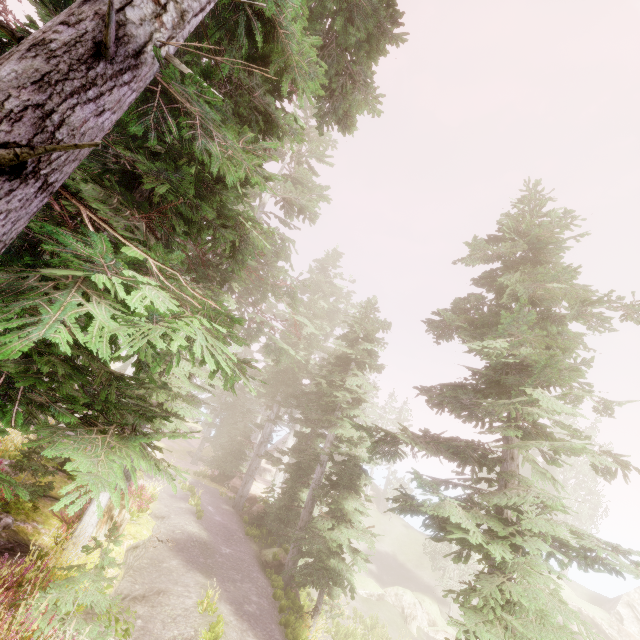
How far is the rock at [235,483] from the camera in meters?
26.6

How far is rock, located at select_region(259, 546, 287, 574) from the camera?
16.0 meters

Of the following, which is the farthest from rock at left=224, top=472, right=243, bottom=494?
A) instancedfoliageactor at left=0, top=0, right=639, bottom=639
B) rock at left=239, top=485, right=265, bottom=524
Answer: rock at left=239, top=485, right=265, bottom=524

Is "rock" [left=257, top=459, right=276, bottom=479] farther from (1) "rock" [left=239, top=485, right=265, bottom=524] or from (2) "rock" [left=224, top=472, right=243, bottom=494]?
(1) "rock" [left=239, top=485, right=265, bottom=524]

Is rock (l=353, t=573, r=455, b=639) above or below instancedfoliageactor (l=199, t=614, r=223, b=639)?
below

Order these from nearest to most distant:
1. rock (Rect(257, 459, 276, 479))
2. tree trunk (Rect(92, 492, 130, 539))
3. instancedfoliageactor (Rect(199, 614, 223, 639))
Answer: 1. instancedfoliageactor (Rect(199, 614, 223, 639))
2. tree trunk (Rect(92, 492, 130, 539))
3. rock (Rect(257, 459, 276, 479))

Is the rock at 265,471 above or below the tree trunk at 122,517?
below

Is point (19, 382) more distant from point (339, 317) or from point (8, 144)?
point (339, 317)
